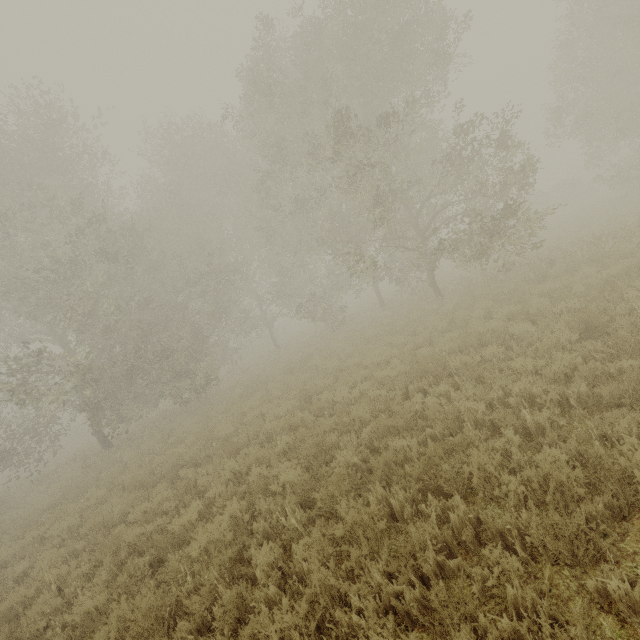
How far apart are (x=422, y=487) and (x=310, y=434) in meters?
3.3
